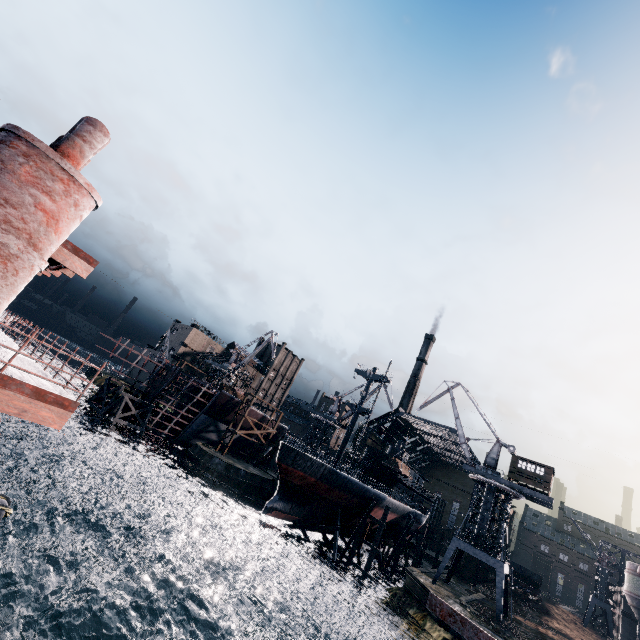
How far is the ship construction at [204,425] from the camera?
50.22m

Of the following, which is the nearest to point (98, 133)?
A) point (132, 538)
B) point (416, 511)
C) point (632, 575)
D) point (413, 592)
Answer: point (132, 538)

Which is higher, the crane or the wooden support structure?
the crane

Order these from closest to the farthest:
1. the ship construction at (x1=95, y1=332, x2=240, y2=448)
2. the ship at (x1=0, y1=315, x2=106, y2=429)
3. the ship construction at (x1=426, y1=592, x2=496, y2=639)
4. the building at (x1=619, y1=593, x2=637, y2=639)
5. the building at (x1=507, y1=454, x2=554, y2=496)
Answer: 1. the ship construction at (x1=426, y1=592, x2=496, y2=639)
2. the ship at (x1=0, y1=315, x2=106, y2=429)
3. the building at (x1=507, y1=454, x2=554, y2=496)
4. the ship construction at (x1=95, y1=332, x2=240, y2=448)
5. the building at (x1=619, y1=593, x2=637, y2=639)

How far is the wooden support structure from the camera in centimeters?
4475cm

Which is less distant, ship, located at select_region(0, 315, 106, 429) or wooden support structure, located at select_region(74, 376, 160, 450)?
ship, located at select_region(0, 315, 106, 429)

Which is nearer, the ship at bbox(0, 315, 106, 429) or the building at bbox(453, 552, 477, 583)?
the ship at bbox(0, 315, 106, 429)

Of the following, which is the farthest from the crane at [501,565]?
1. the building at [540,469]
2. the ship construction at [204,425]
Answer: the ship construction at [204,425]
